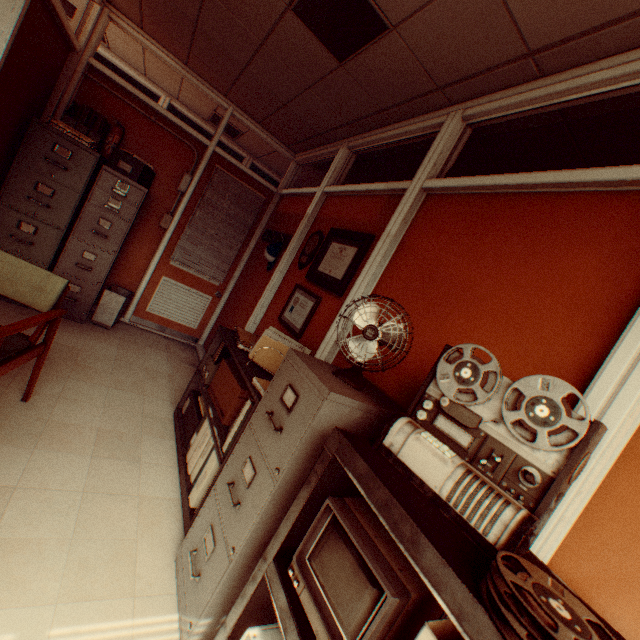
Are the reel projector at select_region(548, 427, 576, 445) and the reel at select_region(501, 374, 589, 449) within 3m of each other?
yes

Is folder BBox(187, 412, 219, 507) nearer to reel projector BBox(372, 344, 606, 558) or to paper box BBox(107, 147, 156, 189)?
reel projector BBox(372, 344, 606, 558)

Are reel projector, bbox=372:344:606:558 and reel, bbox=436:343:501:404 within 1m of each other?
yes

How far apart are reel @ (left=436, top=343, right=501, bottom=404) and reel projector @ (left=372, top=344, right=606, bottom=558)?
0.0m

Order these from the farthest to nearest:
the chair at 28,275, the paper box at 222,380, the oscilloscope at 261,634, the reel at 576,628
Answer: the paper box at 222,380, the chair at 28,275, the oscilloscope at 261,634, the reel at 576,628

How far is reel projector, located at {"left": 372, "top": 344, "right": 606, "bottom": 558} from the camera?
0.9 meters

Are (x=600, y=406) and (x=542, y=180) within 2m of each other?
yes

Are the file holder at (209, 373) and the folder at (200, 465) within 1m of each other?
yes
